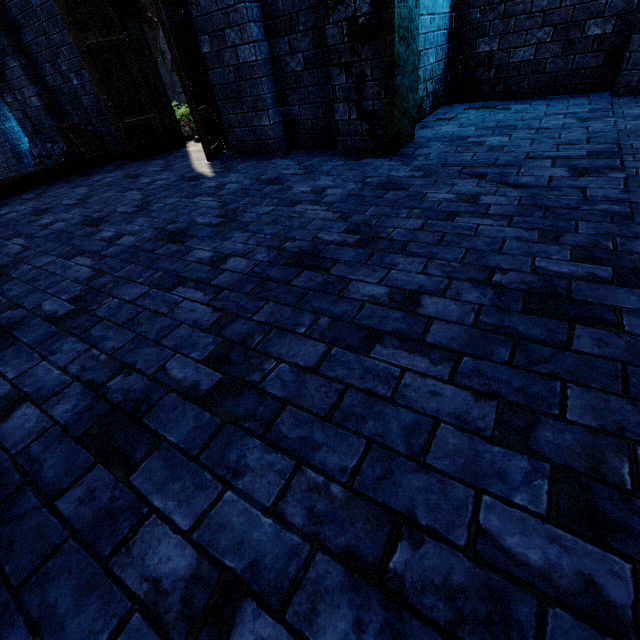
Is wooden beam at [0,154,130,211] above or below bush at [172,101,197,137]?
below

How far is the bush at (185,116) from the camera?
7.89m

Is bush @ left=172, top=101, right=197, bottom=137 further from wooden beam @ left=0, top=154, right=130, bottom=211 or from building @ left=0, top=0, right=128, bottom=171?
wooden beam @ left=0, top=154, right=130, bottom=211

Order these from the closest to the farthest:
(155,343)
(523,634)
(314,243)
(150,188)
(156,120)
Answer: (523,634)
(155,343)
(314,243)
(150,188)
(156,120)

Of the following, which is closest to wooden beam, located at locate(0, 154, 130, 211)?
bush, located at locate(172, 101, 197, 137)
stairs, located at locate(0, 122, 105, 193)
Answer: stairs, located at locate(0, 122, 105, 193)

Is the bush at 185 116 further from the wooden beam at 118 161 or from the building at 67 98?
the wooden beam at 118 161

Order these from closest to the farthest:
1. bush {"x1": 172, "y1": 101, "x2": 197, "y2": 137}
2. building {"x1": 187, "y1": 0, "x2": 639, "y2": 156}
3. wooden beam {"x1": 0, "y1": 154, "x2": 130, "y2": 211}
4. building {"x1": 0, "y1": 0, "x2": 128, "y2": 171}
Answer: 1. building {"x1": 187, "y1": 0, "x2": 639, "y2": 156}
2. wooden beam {"x1": 0, "y1": 154, "x2": 130, "y2": 211}
3. building {"x1": 0, "y1": 0, "x2": 128, "y2": 171}
4. bush {"x1": 172, "y1": 101, "x2": 197, "y2": 137}

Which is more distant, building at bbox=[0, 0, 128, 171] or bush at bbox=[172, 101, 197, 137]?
bush at bbox=[172, 101, 197, 137]
